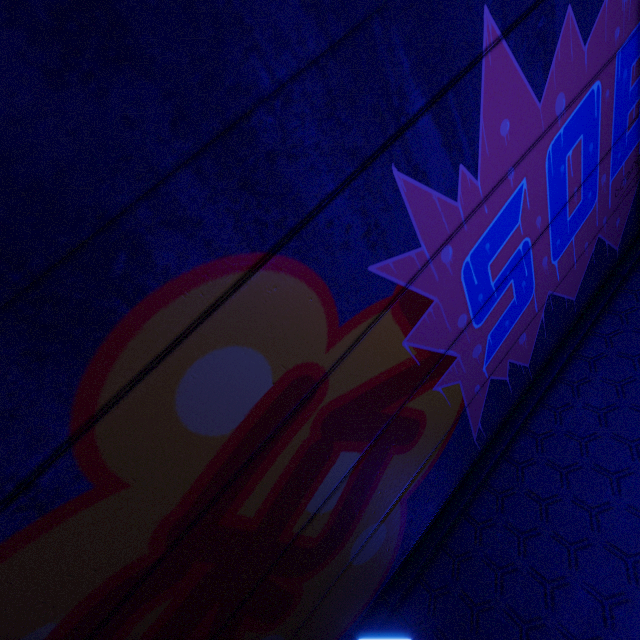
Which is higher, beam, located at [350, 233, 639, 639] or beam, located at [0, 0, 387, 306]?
beam, located at [0, 0, 387, 306]

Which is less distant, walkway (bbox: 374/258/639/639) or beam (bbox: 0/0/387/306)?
beam (bbox: 0/0/387/306)

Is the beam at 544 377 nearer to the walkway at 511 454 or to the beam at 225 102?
the walkway at 511 454

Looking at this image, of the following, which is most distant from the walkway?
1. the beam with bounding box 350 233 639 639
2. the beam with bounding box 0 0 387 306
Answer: the beam with bounding box 0 0 387 306

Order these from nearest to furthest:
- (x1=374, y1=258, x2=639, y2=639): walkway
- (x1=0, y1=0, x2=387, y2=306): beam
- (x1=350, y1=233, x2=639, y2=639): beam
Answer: (x1=0, y1=0, x2=387, y2=306): beam → (x1=374, y1=258, x2=639, y2=639): walkway → (x1=350, y1=233, x2=639, y2=639): beam

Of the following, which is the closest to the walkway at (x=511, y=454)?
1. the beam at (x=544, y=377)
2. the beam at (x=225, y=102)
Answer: the beam at (x=544, y=377)

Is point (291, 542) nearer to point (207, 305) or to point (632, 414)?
point (207, 305)
